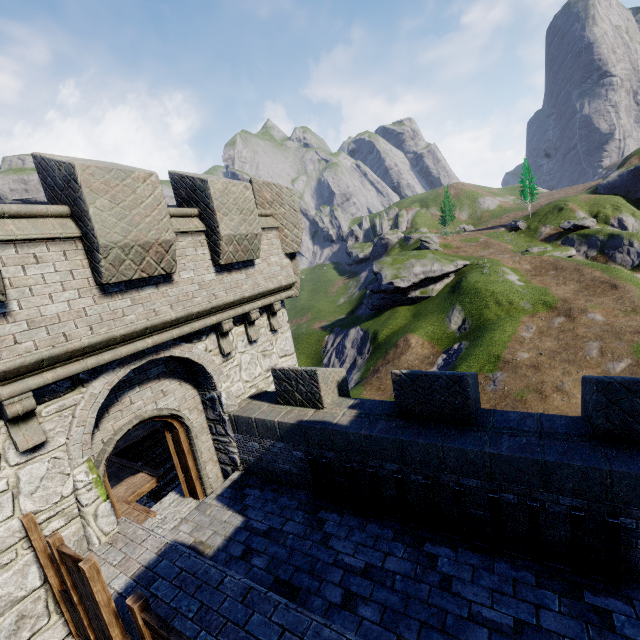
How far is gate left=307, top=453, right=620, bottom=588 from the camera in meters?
4.3 m

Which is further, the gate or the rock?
the rock

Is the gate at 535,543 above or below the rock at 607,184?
below

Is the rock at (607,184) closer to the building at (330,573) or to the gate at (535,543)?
the building at (330,573)

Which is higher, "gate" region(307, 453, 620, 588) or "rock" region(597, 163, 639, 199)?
"rock" region(597, 163, 639, 199)

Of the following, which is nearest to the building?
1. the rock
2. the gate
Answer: the gate

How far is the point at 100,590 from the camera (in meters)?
3.63

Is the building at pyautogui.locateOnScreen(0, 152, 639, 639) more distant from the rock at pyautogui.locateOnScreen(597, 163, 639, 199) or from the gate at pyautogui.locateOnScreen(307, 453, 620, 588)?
the rock at pyautogui.locateOnScreen(597, 163, 639, 199)
